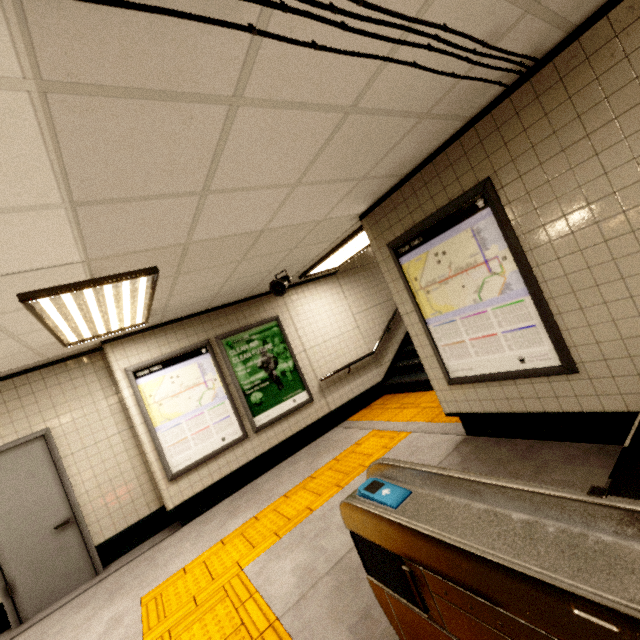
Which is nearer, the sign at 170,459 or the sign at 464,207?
the sign at 464,207

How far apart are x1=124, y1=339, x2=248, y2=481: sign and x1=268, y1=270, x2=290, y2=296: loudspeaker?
1.5m

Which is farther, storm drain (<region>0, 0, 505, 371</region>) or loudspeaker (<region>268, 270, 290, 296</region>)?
loudspeaker (<region>268, 270, 290, 296</region>)

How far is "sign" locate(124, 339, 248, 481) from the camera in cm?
477

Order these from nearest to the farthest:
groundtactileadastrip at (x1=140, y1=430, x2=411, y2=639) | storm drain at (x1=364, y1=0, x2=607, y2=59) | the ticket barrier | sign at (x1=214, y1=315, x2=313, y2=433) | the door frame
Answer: the ticket barrier
storm drain at (x1=364, y1=0, x2=607, y2=59)
groundtactileadastrip at (x1=140, y1=430, x2=411, y2=639)
the door frame
sign at (x1=214, y1=315, x2=313, y2=433)

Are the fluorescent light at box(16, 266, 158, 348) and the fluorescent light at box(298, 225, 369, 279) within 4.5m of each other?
yes

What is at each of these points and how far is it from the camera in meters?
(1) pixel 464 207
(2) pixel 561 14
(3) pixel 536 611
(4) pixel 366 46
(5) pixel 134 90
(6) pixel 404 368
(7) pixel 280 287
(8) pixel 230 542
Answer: (1) sign, 2.9 m
(2) storm drain, 1.9 m
(3) ticket barrier, 0.9 m
(4) storm drain, 1.5 m
(5) storm drain, 1.3 m
(6) stairs, 7.1 m
(7) loudspeaker, 5.0 m
(8) groundtactileadastrip, 3.7 m

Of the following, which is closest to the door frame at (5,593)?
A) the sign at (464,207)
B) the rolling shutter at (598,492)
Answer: the sign at (464,207)
